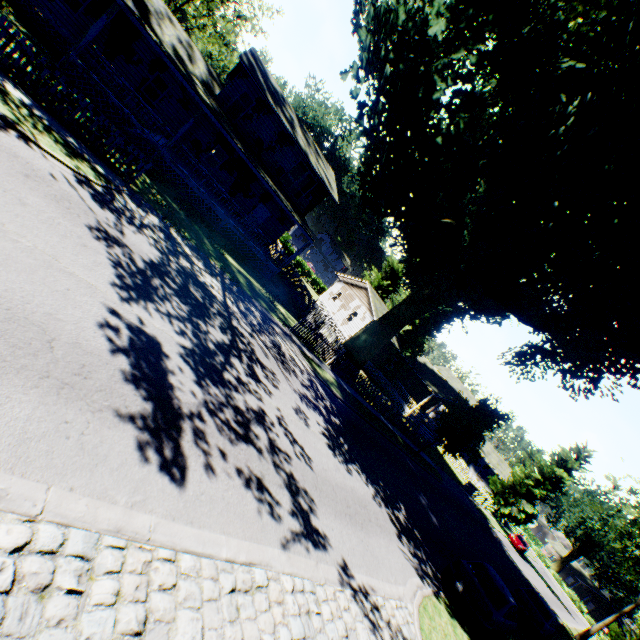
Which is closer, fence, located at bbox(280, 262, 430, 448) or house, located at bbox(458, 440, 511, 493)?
fence, located at bbox(280, 262, 430, 448)

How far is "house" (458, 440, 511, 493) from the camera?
50.6m

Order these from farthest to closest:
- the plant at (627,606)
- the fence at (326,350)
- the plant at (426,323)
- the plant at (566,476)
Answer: the plant at (566,476)
the plant at (627,606)
the fence at (326,350)
the plant at (426,323)

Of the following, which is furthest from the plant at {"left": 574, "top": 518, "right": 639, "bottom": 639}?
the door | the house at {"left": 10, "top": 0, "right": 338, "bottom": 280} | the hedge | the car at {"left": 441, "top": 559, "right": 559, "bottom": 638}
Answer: the car at {"left": 441, "top": 559, "right": 559, "bottom": 638}

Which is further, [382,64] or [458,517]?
[458,517]

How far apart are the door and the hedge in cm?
2557

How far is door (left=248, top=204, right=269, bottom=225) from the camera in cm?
2591

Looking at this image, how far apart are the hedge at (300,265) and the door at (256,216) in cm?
2557
